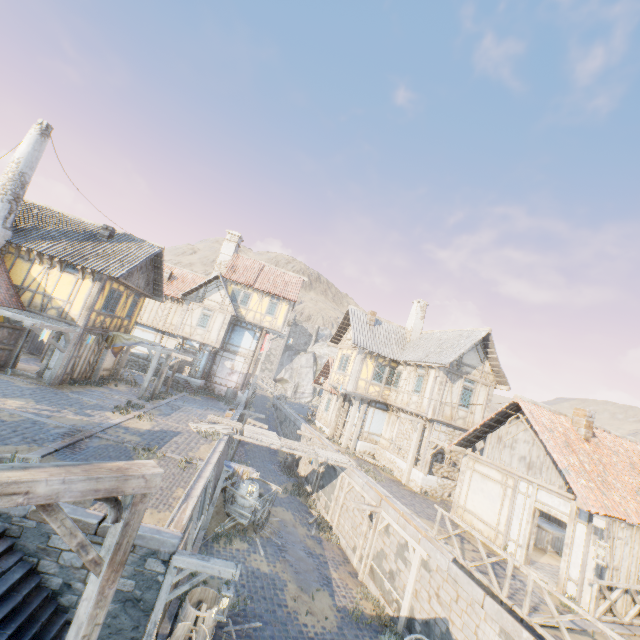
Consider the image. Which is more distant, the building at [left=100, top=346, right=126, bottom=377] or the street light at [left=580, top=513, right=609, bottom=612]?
the building at [left=100, top=346, right=126, bottom=377]

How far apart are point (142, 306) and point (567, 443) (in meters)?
24.46

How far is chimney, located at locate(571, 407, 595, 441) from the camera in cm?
1303

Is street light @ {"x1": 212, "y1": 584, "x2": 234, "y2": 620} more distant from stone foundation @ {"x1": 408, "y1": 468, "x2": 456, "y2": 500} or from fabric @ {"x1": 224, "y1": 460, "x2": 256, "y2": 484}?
stone foundation @ {"x1": 408, "y1": 468, "x2": 456, "y2": 500}

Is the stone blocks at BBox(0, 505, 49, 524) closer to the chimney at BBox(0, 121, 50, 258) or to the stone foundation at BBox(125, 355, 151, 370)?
the stone foundation at BBox(125, 355, 151, 370)

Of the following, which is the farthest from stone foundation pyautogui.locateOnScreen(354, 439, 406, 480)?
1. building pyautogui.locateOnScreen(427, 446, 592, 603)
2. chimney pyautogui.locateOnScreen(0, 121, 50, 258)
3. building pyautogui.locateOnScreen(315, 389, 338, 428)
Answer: chimney pyautogui.locateOnScreen(0, 121, 50, 258)

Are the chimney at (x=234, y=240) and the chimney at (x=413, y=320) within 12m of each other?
no

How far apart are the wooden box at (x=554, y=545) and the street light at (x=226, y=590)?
14.5 meters
